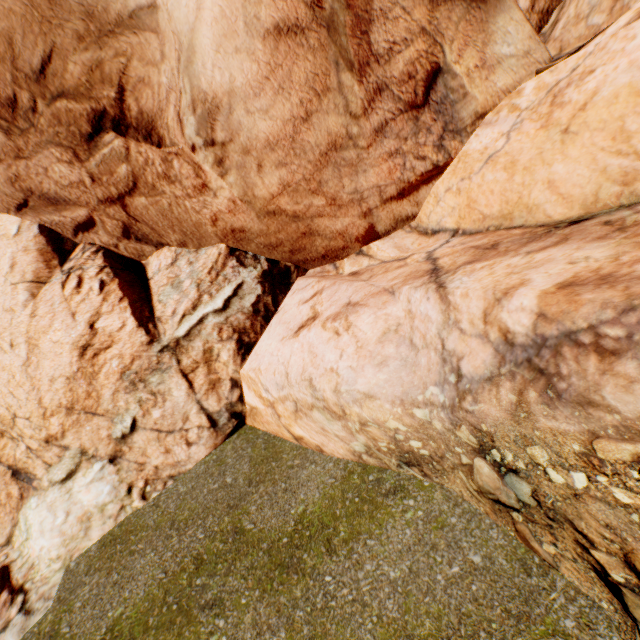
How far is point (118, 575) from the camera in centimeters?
525cm
